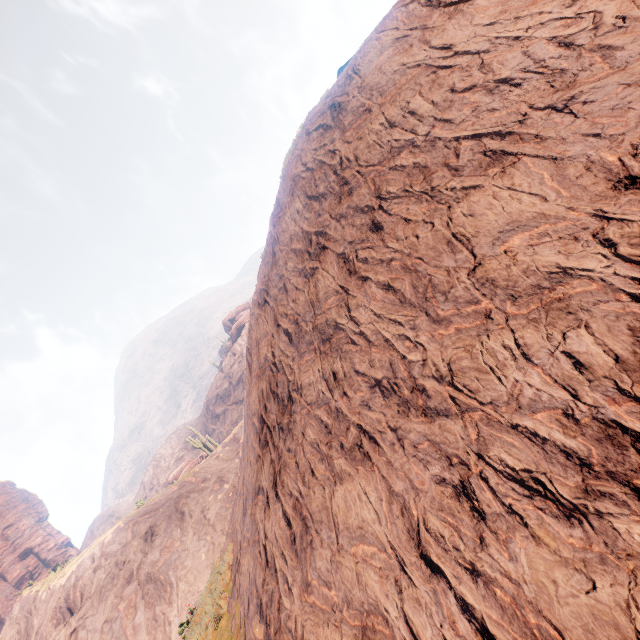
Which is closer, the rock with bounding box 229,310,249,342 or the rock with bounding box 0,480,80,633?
the rock with bounding box 0,480,80,633

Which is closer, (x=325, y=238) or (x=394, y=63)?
(x=394, y=63)

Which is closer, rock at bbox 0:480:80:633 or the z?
the z

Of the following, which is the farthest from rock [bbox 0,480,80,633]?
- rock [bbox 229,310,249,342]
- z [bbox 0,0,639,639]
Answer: rock [bbox 229,310,249,342]

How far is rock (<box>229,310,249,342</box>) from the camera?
56.5m

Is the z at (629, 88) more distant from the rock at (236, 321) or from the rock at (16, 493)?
the rock at (16, 493)

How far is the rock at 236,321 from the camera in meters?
56.5 m
